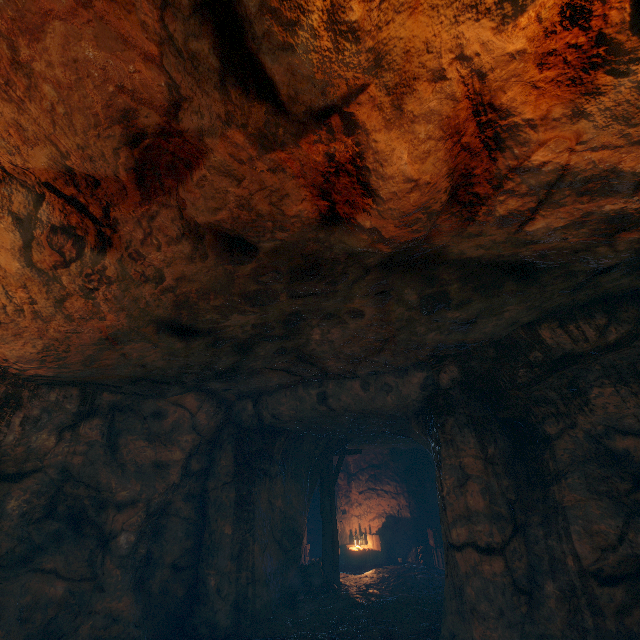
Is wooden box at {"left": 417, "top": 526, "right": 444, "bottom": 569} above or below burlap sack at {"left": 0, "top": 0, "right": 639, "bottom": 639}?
below

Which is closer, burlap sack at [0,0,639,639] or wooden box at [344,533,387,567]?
burlap sack at [0,0,639,639]

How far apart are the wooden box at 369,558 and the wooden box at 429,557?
1.6m

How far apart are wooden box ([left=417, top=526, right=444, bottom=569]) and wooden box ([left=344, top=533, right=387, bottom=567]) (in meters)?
1.57

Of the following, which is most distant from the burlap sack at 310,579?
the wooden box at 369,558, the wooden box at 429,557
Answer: the wooden box at 369,558

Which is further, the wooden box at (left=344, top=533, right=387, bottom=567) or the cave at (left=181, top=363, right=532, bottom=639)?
the wooden box at (left=344, top=533, right=387, bottom=567)

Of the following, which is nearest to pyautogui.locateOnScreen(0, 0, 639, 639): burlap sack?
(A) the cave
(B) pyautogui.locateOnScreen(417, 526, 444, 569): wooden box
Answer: (A) the cave

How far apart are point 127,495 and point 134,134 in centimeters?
745cm
